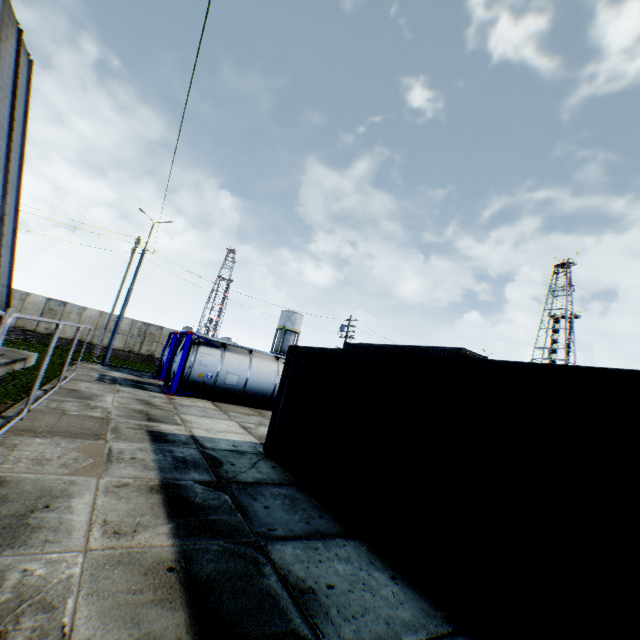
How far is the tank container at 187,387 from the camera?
15.0 meters

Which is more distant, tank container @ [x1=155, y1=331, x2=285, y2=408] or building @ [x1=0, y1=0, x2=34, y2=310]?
tank container @ [x1=155, y1=331, x2=285, y2=408]

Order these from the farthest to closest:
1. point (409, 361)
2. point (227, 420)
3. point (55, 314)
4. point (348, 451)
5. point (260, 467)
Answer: point (55, 314) < point (227, 420) < point (260, 467) < point (348, 451) < point (409, 361)

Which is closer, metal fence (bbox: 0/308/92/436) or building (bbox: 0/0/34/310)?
metal fence (bbox: 0/308/92/436)

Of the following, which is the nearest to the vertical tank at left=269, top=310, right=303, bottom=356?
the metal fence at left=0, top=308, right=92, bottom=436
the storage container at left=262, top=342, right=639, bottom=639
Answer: the metal fence at left=0, top=308, right=92, bottom=436

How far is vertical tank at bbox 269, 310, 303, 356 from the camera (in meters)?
55.34

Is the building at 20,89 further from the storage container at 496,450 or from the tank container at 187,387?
the storage container at 496,450

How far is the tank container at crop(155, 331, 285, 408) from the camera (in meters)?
15.02
